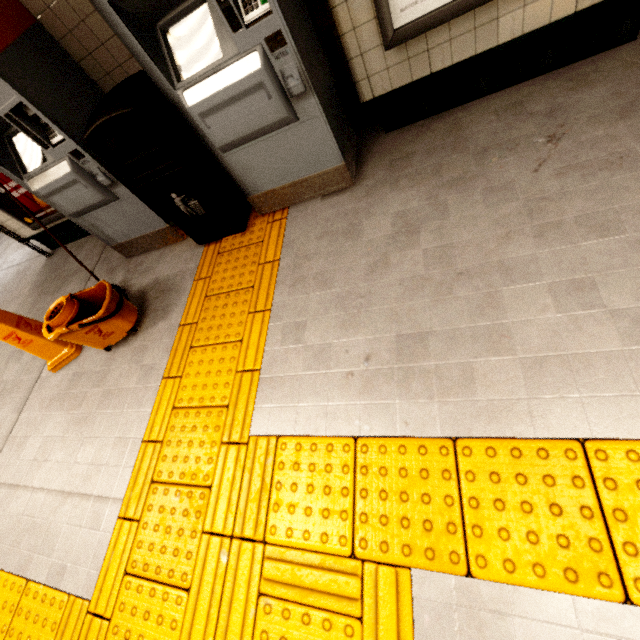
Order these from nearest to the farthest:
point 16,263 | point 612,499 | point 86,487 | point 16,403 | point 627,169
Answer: point 612,499 → point 627,169 → point 86,487 → point 16,403 → point 16,263

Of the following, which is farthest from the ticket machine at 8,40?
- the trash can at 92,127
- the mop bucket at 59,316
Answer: the mop bucket at 59,316

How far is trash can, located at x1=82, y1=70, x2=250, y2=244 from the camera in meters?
2.1 m

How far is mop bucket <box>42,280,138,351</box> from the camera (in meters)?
2.50

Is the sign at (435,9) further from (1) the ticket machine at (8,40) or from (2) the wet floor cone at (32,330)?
(2) the wet floor cone at (32,330)

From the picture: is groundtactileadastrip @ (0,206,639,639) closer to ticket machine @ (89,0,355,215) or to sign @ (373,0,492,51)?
ticket machine @ (89,0,355,215)

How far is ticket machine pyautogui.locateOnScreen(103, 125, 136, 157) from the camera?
2.64m

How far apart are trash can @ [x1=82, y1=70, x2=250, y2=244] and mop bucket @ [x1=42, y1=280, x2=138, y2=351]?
0.7 meters
